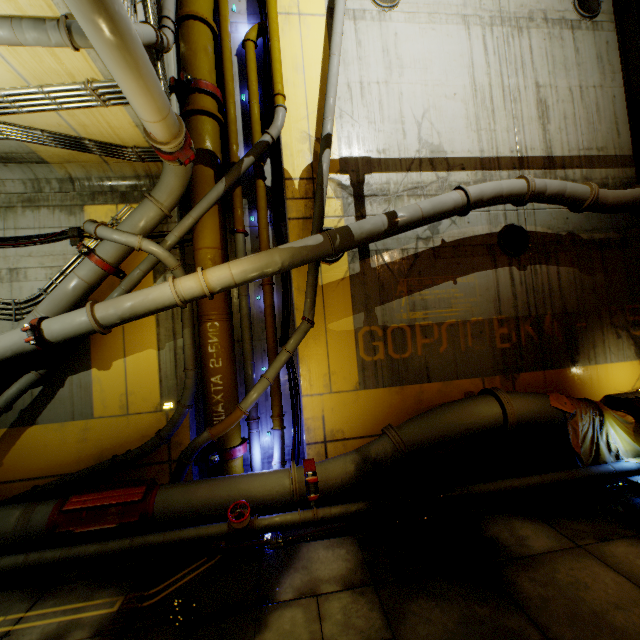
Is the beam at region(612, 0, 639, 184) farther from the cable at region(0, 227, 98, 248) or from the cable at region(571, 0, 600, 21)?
the cable at region(0, 227, 98, 248)

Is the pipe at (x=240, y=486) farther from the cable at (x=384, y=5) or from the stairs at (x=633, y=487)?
the cable at (x=384, y=5)

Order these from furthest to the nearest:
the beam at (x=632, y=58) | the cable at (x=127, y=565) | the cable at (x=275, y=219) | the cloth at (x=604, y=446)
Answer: the beam at (x=632, y=58) → the cable at (x=275, y=219) → the cloth at (x=604, y=446) → the cable at (x=127, y=565)

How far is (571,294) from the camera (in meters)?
8.12

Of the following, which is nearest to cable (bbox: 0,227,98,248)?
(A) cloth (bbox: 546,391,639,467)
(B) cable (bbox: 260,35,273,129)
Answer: (B) cable (bbox: 260,35,273,129)

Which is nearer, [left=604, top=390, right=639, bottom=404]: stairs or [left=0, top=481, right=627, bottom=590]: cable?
[left=0, top=481, right=627, bottom=590]: cable

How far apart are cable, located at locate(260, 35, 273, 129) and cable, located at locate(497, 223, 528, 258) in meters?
5.2 m

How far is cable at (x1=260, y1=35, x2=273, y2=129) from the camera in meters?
7.8 m
